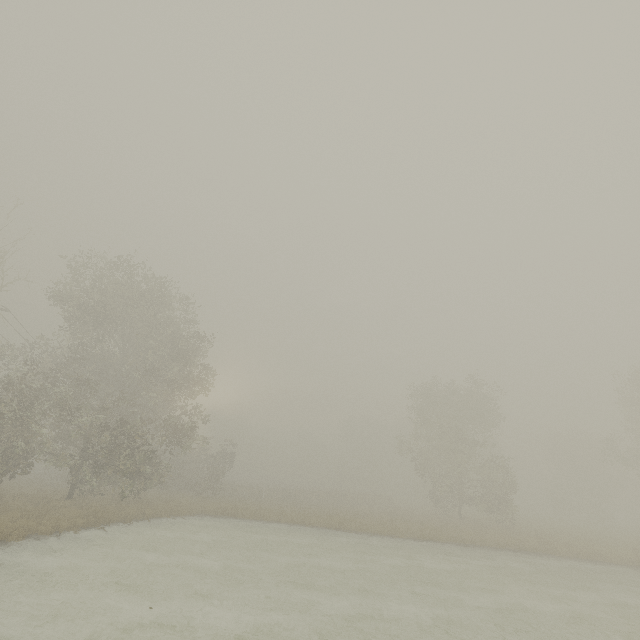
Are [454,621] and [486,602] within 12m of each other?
yes
